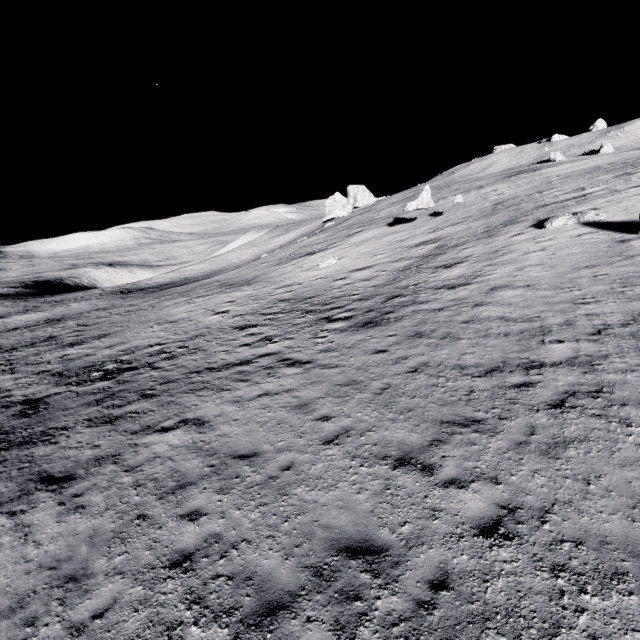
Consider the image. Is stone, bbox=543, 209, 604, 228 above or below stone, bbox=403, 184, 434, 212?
below

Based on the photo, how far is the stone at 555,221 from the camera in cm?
1912

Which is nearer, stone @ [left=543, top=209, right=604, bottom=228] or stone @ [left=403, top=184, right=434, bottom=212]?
stone @ [left=543, top=209, right=604, bottom=228]

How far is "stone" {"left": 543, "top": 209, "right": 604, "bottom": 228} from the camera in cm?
1912

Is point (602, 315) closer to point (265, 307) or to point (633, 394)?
point (633, 394)

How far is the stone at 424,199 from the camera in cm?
2872

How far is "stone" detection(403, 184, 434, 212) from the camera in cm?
2872
